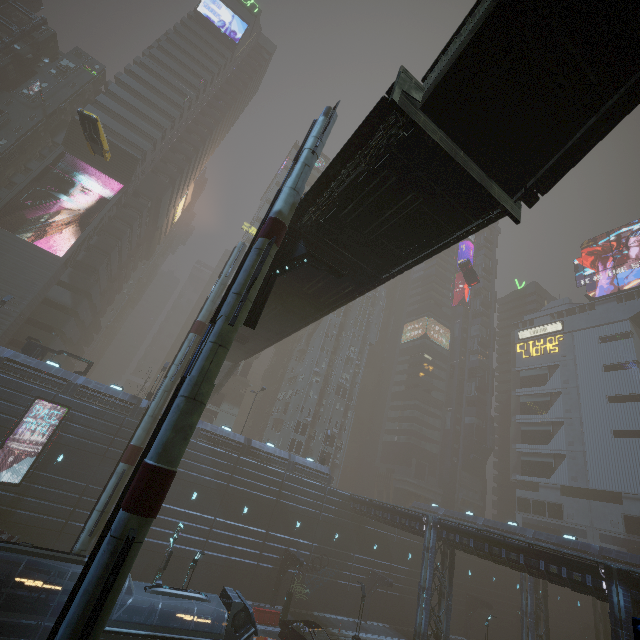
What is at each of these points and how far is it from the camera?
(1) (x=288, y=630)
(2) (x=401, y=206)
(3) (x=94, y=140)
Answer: (1) car, 23.9 meters
(2) bridge, 11.4 meters
(3) taxi, 28.5 meters

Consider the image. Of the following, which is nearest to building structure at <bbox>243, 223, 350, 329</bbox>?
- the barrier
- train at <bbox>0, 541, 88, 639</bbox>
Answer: train at <bbox>0, 541, 88, 639</bbox>

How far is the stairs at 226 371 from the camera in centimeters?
3606cm

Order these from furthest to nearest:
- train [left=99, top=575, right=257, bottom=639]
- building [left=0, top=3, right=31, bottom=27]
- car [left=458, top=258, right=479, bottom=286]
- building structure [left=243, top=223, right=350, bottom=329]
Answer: building [left=0, top=3, right=31, bottom=27]
car [left=458, top=258, right=479, bottom=286]
train [left=99, top=575, right=257, bottom=639]
building structure [left=243, top=223, right=350, bottom=329]

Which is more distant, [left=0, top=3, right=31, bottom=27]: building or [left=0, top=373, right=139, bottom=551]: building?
→ [left=0, top=3, right=31, bottom=27]: building

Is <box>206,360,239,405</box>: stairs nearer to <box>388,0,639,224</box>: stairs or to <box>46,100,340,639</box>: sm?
<box>46,100,340,639</box>: sm

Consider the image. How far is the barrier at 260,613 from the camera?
27.6 meters
